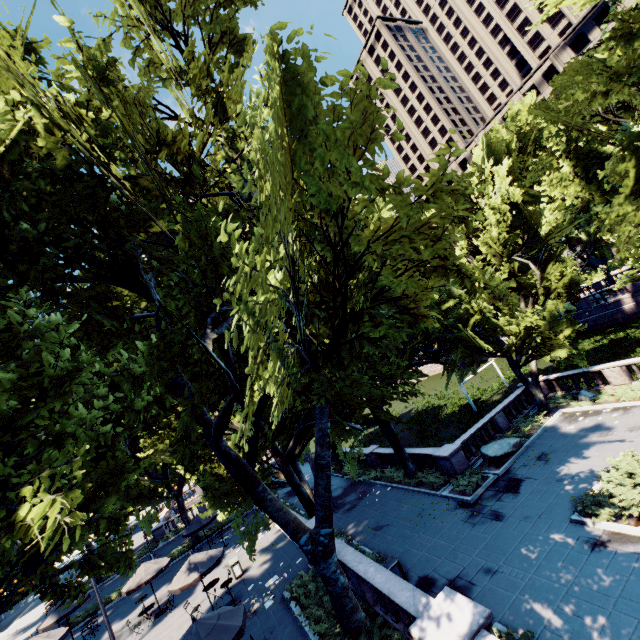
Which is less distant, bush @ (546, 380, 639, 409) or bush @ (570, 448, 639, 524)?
bush @ (570, 448, 639, 524)

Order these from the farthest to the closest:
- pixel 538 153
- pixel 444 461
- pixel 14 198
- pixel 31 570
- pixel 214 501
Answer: pixel 538 153, pixel 444 461, pixel 214 501, pixel 31 570, pixel 14 198

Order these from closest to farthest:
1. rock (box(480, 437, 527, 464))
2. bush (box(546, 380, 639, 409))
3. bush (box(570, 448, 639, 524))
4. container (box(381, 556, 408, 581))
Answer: bush (box(570, 448, 639, 524)), container (box(381, 556, 408, 581)), bush (box(546, 380, 639, 409)), rock (box(480, 437, 527, 464))

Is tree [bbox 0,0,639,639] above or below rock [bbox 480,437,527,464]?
above

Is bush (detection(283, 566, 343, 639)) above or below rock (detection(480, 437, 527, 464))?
above

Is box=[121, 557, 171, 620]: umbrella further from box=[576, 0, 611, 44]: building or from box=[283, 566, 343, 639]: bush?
box=[576, 0, 611, 44]: building

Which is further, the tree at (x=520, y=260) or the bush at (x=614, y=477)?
the bush at (x=614, y=477)

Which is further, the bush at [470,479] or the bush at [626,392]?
the bush at [626,392]
